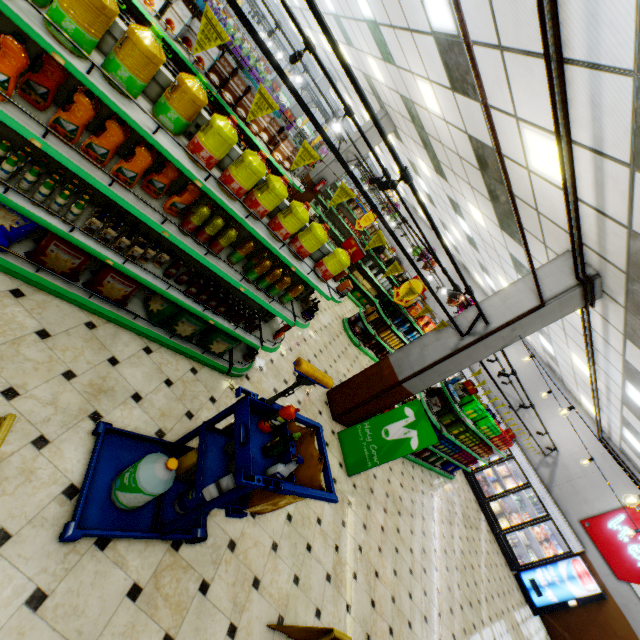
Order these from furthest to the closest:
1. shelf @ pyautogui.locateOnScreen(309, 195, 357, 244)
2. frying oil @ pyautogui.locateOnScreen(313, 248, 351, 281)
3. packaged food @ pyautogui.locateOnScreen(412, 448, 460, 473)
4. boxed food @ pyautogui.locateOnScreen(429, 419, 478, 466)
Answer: shelf @ pyautogui.locateOnScreen(309, 195, 357, 244), packaged food @ pyautogui.locateOnScreen(412, 448, 460, 473), boxed food @ pyautogui.locateOnScreen(429, 419, 478, 466), frying oil @ pyautogui.locateOnScreen(313, 248, 351, 281)

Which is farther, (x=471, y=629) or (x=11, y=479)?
(x=471, y=629)

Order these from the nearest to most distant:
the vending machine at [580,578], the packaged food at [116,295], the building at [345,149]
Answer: the packaged food at [116,295] < the vending machine at [580,578] < the building at [345,149]

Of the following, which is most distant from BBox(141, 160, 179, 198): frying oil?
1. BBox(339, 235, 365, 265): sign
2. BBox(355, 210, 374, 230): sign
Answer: BBox(355, 210, 374, 230): sign

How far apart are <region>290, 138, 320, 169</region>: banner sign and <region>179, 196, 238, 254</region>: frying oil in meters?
0.9 m

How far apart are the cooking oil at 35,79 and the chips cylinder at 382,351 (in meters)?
9.64

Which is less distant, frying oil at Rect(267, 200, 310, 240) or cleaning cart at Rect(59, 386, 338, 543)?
cleaning cart at Rect(59, 386, 338, 543)

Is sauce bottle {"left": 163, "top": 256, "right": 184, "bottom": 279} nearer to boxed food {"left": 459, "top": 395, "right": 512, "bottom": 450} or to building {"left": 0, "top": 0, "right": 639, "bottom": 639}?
building {"left": 0, "top": 0, "right": 639, "bottom": 639}
